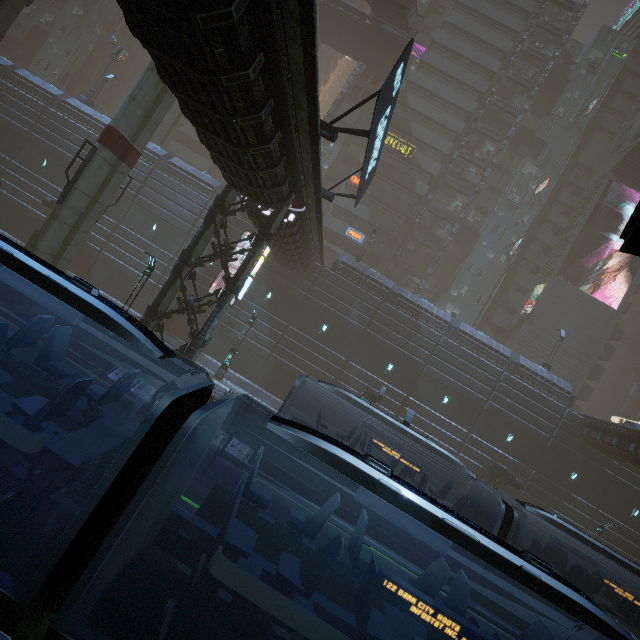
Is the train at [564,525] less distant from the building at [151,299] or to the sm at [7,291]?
the building at [151,299]

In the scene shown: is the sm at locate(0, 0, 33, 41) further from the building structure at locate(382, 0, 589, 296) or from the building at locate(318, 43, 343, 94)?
the building structure at locate(382, 0, 589, 296)

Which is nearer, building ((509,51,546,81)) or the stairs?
the stairs

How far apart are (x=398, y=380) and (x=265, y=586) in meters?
25.1 m

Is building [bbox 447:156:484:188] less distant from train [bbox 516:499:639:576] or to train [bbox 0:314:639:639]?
train [bbox 0:314:639:639]

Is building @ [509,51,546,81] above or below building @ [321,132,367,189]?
above

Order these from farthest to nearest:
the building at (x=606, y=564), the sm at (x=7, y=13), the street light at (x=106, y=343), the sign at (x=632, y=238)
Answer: the building at (x=606, y=564), the sm at (x=7, y=13), the street light at (x=106, y=343), the sign at (x=632, y=238)

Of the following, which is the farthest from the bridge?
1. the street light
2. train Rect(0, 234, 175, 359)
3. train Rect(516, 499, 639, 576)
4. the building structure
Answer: train Rect(516, 499, 639, 576)
